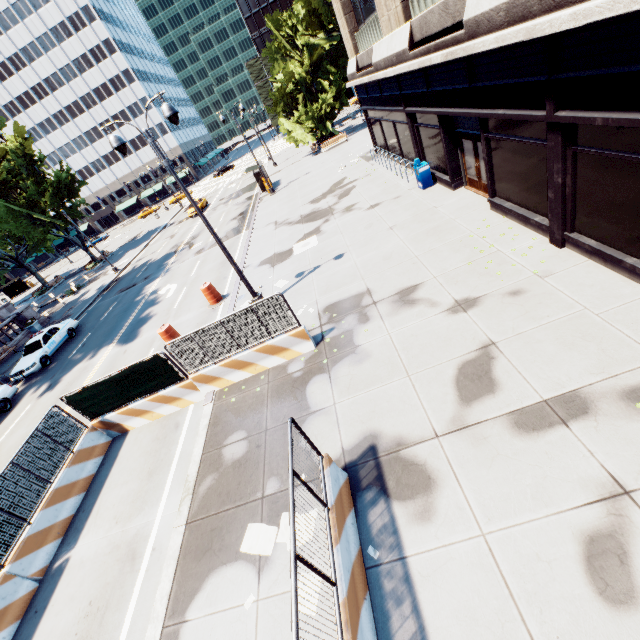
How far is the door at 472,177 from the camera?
11.63m

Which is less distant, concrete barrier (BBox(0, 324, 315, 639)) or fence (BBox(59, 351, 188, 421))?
concrete barrier (BBox(0, 324, 315, 639))

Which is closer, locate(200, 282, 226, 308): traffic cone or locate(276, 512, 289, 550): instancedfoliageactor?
locate(276, 512, 289, 550): instancedfoliageactor

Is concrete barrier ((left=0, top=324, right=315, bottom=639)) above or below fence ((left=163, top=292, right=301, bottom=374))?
below

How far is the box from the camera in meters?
15.0 m

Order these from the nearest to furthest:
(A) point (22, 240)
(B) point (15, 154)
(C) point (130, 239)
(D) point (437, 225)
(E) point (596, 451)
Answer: (E) point (596, 451)
(D) point (437, 225)
(B) point (15, 154)
(A) point (22, 240)
(C) point (130, 239)

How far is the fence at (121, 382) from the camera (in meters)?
9.63
